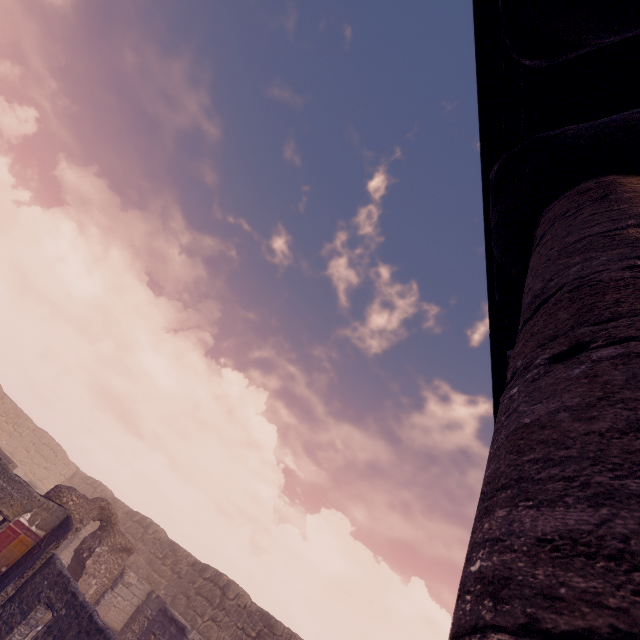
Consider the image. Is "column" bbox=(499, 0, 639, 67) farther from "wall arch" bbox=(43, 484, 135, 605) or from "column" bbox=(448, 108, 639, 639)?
"wall arch" bbox=(43, 484, 135, 605)

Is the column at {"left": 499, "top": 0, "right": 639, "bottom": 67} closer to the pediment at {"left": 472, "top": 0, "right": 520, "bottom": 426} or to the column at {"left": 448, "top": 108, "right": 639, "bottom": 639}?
the column at {"left": 448, "top": 108, "right": 639, "bottom": 639}

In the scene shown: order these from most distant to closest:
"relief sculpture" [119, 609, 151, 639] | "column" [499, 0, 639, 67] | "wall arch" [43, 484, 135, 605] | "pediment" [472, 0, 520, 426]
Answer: "relief sculpture" [119, 609, 151, 639] → "wall arch" [43, 484, 135, 605] → "pediment" [472, 0, 520, 426] → "column" [499, 0, 639, 67]

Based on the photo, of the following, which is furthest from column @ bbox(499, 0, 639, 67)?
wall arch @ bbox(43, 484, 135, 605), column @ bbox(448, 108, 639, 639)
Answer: wall arch @ bbox(43, 484, 135, 605)

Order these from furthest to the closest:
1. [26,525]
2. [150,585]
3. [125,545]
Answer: [150,585]
[125,545]
[26,525]

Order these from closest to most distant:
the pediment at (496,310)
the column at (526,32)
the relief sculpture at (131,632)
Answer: the column at (526,32) → the pediment at (496,310) → the relief sculpture at (131,632)

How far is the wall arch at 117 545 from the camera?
12.9m

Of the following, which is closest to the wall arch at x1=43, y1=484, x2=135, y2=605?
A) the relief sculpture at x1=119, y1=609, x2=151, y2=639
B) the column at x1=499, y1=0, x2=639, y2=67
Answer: the relief sculpture at x1=119, y1=609, x2=151, y2=639
